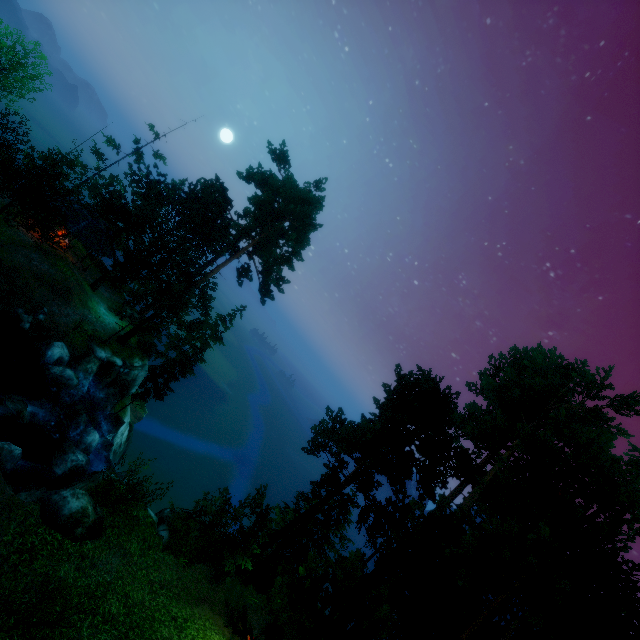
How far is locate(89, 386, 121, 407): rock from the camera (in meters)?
25.39

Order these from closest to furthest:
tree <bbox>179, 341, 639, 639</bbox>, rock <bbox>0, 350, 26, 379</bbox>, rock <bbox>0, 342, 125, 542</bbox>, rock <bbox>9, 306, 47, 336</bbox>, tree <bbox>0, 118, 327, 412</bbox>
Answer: tree <bbox>179, 341, 639, 639</bbox>
rock <bbox>0, 342, 125, 542</bbox>
rock <bbox>0, 350, 26, 379</bbox>
rock <bbox>9, 306, 47, 336</bbox>
tree <bbox>0, 118, 327, 412</bbox>

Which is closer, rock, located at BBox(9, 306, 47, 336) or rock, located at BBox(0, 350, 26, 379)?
rock, located at BBox(0, 350, 26, 379)

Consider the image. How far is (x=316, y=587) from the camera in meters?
12.8 m

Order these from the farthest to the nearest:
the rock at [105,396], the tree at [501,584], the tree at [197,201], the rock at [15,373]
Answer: the rock at [105,396]
the tree at [197,201]
the rock at [15,373]
the tree at [501,584]

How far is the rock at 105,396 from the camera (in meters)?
25.39

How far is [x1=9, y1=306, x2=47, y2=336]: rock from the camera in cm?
2095

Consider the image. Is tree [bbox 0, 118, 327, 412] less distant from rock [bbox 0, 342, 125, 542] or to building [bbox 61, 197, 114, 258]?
building [bbox 61, 197, 114, 258]
